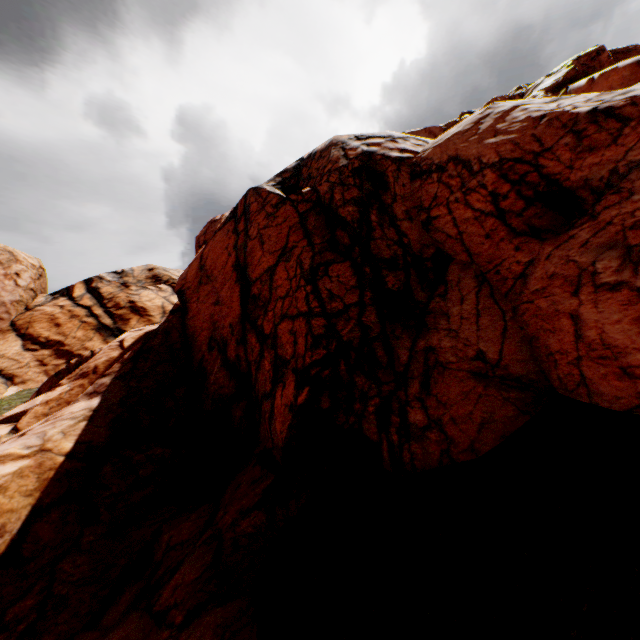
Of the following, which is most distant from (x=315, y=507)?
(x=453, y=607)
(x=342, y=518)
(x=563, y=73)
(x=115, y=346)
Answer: (x=563, y=73)
